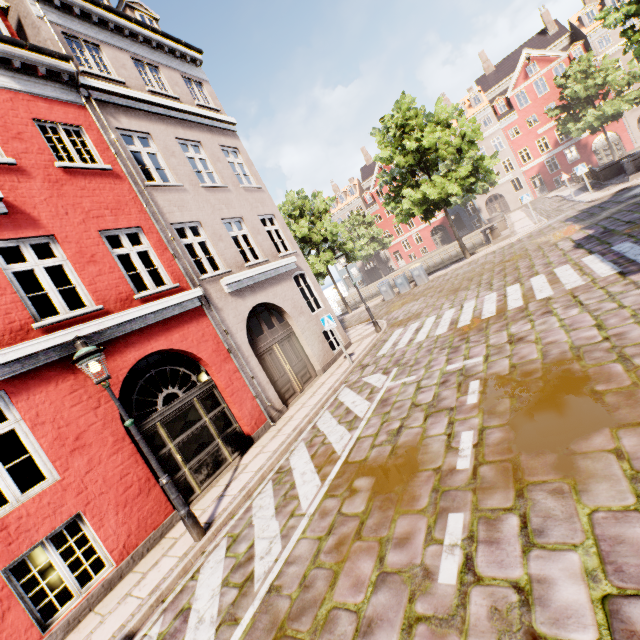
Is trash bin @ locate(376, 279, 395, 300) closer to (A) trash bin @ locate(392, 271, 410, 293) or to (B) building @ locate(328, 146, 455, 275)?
(A) trash bin @ locate(392, 271, 410, 293)

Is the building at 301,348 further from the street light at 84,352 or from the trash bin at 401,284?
the trash bin at 401,284

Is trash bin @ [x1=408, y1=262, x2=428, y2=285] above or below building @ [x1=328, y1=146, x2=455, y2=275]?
below

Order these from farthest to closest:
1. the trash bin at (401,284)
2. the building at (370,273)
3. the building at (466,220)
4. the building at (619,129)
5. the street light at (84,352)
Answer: Answer:
1. the building at (370,273)
2. the building at (466,220)
3. the building at (619,129)
4. the trash bin at (401,284)
5. the street light at (84,352)

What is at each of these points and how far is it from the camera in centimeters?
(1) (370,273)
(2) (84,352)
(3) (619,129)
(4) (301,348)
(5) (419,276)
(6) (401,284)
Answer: (1) building, 5512cm
(2) street light, 511cm
(3) building, 3566cm
(4) building, 1193cm
(5) trash bin, 2109cm
(6) trash bin, 2186cm

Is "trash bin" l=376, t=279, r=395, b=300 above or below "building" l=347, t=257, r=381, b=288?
below

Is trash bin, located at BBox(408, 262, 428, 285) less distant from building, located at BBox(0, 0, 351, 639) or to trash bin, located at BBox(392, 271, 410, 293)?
trash bin, located at BBox(392, 271, 410, 293)
